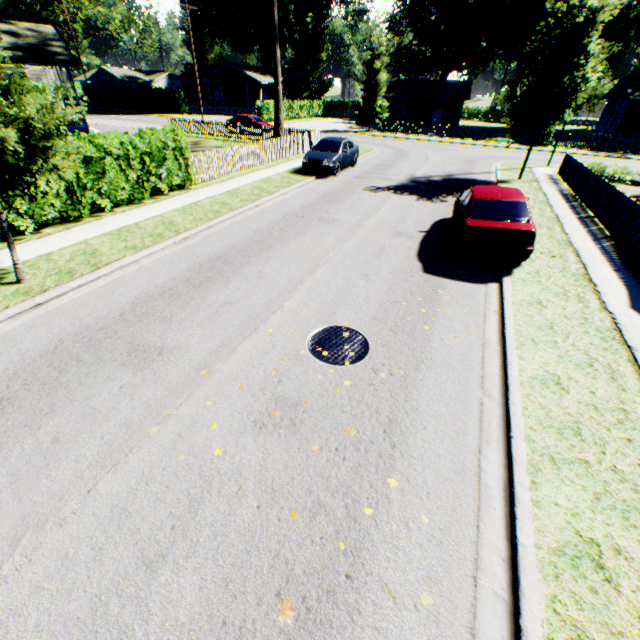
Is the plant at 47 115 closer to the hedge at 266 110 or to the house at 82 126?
the house at 82 126

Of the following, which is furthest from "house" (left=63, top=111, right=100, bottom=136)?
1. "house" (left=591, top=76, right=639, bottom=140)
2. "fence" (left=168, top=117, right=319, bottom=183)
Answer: "house" (left=591, top=76, right=639, bottom=140)

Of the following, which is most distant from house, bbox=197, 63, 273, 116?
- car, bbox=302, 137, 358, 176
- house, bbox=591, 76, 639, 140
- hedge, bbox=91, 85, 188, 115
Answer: house, bbox=591, 76, 639, 140

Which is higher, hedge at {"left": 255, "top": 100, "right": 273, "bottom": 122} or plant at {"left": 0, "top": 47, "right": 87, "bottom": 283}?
plant at {"left": 0, "top": 47, "right": 87, "bottom": 283}

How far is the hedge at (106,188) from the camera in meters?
9.3 m

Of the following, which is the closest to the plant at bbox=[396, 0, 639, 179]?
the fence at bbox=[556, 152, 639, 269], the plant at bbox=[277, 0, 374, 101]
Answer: the fence at bbox=[556, 152, 639, 269]

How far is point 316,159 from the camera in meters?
16.7

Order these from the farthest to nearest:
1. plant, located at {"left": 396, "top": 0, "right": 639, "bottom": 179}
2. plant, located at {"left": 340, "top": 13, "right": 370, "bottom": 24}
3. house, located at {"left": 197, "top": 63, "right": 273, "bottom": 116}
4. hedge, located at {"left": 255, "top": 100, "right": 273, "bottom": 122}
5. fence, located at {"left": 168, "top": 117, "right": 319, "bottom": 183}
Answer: plant, located at {"left": 340, "top": 13, "right": 370, "bottom": 24} → house, located at {"left": 197, "top": 63, "right": 273, "bottom": 116} → hedge, located at {"left": 255, "top": 100, "right": 273, "bottom": 122} → fence, located at {"left": 168, "top": 117, "right": 319, "bottom": 183} → plant, located at {"left": 396, "top": 0, "right": 639, "bottom": 179}
